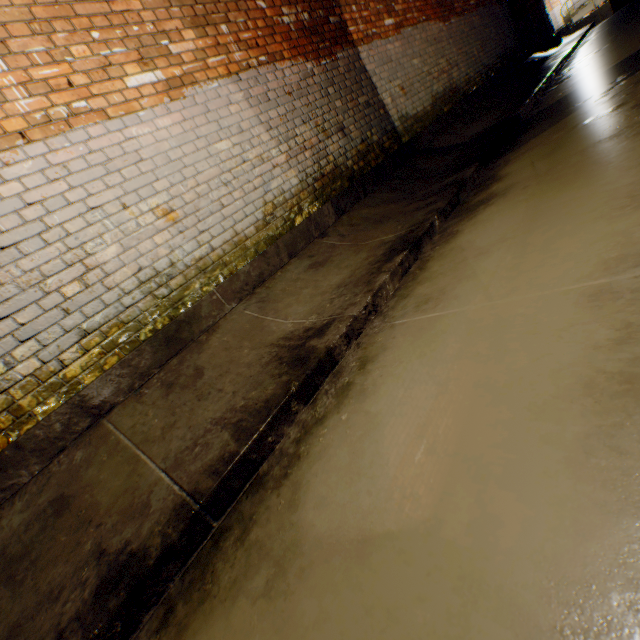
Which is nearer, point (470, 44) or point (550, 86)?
point (550, 86)
